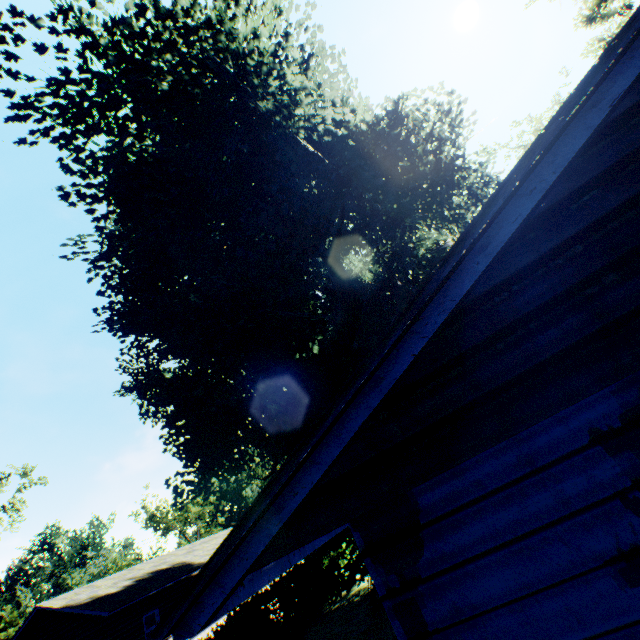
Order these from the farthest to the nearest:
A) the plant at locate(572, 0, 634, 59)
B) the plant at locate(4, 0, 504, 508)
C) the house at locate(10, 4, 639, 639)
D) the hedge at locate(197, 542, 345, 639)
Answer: the plant at locate(572, 0, 634, 59)
the hedge at locate(197, 542, 345, 639)
the plant at locate(4, 0, 504, 508)
the house at locate(10, 4, 639, 639)

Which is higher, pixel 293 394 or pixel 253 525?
pixel 293 394

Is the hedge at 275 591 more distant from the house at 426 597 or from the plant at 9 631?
the plant at 9 631

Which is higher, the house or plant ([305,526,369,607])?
the house

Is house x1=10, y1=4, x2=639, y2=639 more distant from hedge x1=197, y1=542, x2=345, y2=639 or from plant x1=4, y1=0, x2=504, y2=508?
hedge x1=197, y1=542, x2=345, y2=639

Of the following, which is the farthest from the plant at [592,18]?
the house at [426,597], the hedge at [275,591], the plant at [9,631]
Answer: the plant at [9,631]

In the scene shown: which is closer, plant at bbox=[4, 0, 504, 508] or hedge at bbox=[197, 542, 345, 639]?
plant at bbox=[4, 0, 504, 508]

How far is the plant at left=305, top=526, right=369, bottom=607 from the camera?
12.06m
